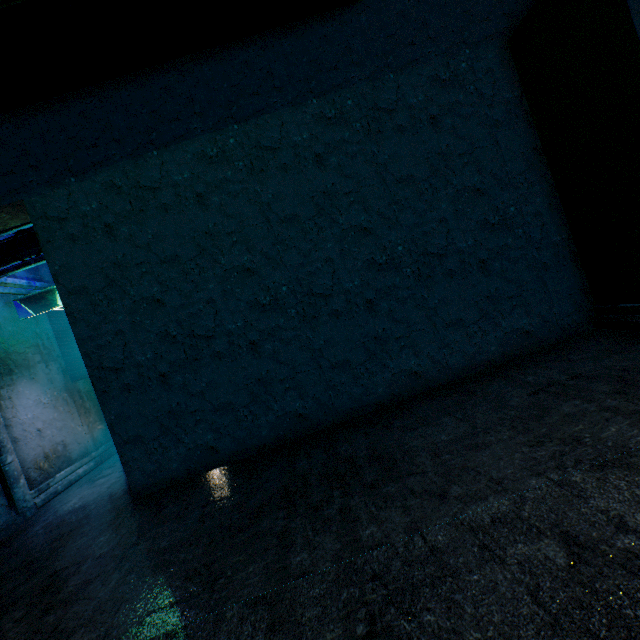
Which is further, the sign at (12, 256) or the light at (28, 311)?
the light at (28, 311)

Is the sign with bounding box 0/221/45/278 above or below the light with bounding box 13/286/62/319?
above

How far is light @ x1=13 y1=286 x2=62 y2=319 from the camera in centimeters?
449cm

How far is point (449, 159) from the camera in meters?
3.2

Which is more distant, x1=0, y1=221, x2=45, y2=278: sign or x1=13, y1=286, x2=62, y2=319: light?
x1=13, y1=286, x2=62, y2=319: light

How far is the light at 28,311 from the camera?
4.49m
